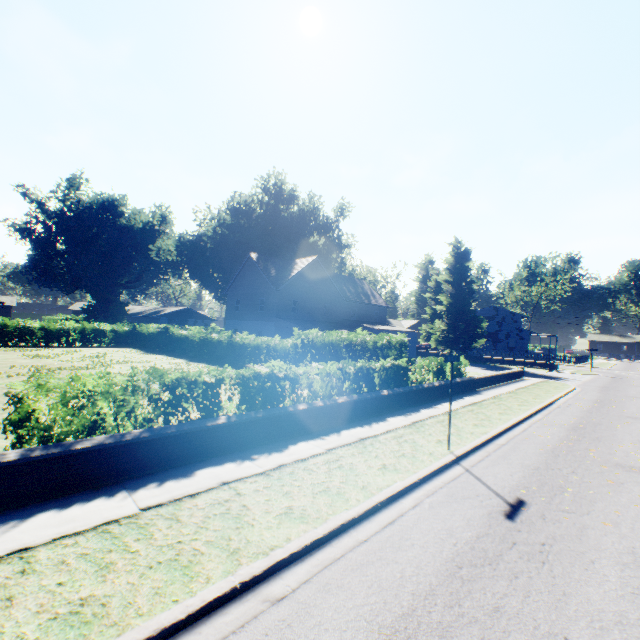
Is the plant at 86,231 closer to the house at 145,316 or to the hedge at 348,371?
the house at 145,316

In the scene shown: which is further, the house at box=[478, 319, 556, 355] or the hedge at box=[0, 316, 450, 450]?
the house at box=[478, 319, 556, 355]

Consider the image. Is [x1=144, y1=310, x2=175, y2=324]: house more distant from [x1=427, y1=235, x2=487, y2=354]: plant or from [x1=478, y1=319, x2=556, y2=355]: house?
[x1=478, y1=319, x2=556, y2=355]: house

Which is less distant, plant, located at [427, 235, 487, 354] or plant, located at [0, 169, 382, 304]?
plant, located at [427, 235, 487, 354]

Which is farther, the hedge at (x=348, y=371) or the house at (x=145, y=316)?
the house at (x=145, y=316)

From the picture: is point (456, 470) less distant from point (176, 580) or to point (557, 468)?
point (557, 468)

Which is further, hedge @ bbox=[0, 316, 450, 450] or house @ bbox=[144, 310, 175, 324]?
house @ bbox=[144, 310, 175, 324]

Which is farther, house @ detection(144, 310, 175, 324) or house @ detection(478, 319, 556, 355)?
house @ detection(144, 310, 175, 324)
